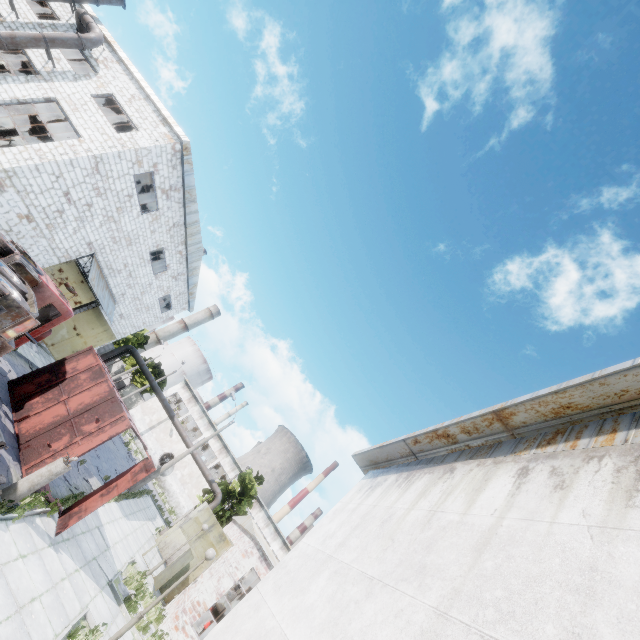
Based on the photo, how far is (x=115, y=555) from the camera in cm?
1393

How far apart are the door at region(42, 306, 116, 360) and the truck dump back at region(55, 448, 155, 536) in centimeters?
1493cm

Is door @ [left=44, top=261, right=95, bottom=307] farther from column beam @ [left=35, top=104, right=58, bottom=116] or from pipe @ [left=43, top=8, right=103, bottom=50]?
pipe @ [left=43, top=8, right=103, bottom=50]

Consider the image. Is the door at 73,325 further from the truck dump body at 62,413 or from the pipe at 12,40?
the pipe at 12,40

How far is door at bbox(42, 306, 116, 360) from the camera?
22.11m

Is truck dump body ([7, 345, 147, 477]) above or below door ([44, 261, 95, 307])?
below

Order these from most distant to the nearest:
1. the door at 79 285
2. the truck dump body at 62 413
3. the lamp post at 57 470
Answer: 1. the door at 79 285
2. the truck dump body at 62 413
3. the lamp post at 57 470

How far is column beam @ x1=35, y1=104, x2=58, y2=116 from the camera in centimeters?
1577cm
